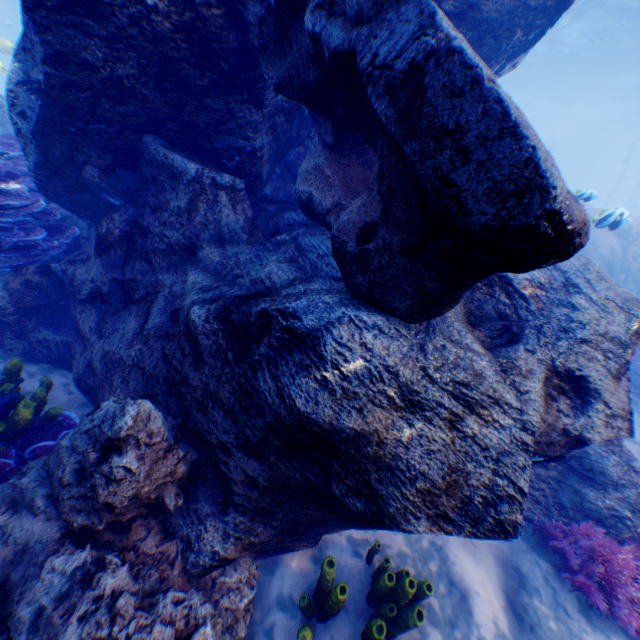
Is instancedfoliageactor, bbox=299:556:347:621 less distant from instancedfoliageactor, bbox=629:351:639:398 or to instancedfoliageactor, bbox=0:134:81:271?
instancedfoliageactor, bbox=0:134:81:271

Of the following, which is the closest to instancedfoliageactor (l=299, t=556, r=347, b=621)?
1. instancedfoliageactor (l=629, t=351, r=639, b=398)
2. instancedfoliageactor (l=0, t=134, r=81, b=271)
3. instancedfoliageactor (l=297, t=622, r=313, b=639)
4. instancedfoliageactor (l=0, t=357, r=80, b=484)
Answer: instancedfoliageactor (l=297, t=622, r=313, b=639)

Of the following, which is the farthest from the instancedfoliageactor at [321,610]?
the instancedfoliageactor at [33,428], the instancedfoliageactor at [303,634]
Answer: the instancedfoliageactor at [33,428]

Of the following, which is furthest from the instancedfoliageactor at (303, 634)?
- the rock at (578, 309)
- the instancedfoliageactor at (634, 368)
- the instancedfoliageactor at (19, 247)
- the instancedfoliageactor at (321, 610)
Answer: the instancedfoliageactor at (634, 368)

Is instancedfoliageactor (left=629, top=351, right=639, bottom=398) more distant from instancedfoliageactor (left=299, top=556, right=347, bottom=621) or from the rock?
instancedfoliageactor (left=299, top=556, right=347, bottom=621)

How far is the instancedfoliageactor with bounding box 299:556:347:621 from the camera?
2.7m

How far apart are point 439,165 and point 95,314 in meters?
4.4

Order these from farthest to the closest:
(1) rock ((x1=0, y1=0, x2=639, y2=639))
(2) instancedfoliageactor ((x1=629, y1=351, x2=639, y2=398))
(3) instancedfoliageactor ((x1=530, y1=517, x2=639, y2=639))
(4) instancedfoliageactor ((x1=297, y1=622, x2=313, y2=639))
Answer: (2) instancedfoliageactor ((x1=629, y1=351, x2=639, y2=398))
(3) instancedfoliageactor ((x1=530, y1=517, x2=639, y2=639))
(4) instancedfoliageactor ((x1=297, y1=622, x2=313, y2=639))
(1) rock ((x1=0, y1=0, x2=639, y2=639))
